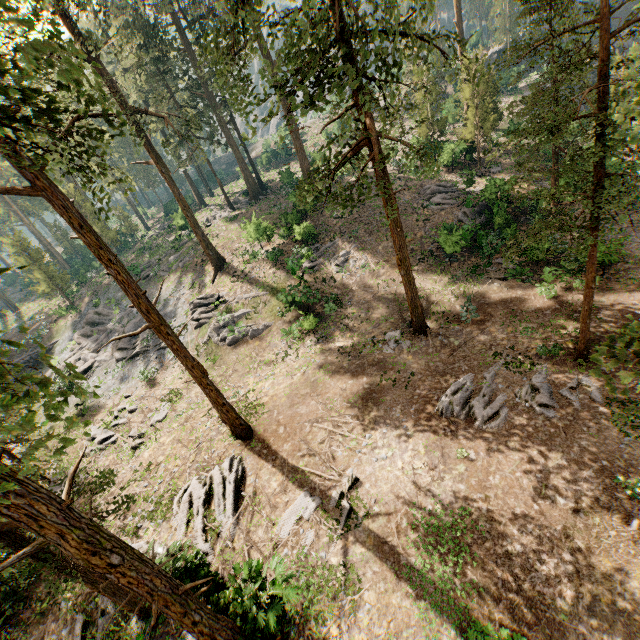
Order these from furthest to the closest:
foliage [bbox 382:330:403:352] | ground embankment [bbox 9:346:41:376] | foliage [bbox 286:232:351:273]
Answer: ground embankment [bbox 9:346:41:376]
foliage [bbox 286:232:351:273]
foliage [bbox 382:330:403:352]

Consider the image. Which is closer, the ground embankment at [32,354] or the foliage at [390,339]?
the foliage at [390,339]

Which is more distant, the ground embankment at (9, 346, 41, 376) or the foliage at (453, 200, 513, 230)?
the ground embankment at (9, 346, 41, 376)

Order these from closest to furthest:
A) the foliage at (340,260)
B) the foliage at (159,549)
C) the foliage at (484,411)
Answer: the foliage at (159,549) → the foliage at (484,411) → the foliage at (340,260)

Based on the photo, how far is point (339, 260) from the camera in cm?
2672

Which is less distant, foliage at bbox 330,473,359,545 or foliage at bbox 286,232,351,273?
foliage at bbox 330,473,359,545

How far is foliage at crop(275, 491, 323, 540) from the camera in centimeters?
1249cm
